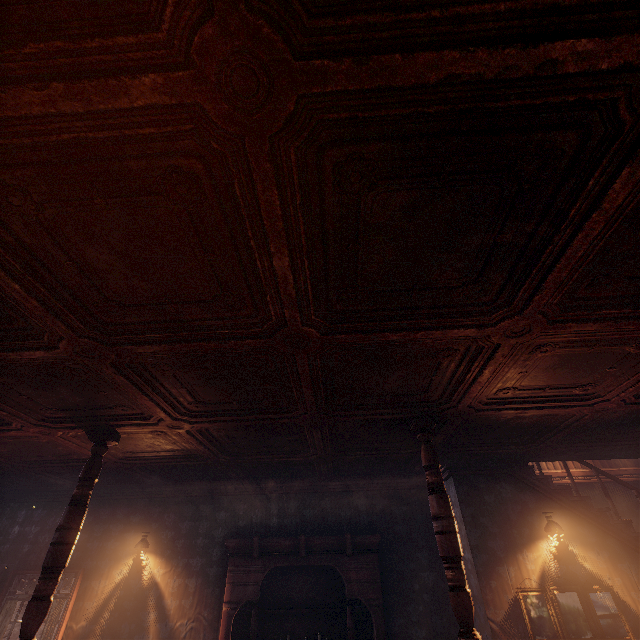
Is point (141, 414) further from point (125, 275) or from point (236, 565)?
point (236, 565)

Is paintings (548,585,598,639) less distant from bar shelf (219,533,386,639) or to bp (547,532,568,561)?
bp (547,532,568,561)

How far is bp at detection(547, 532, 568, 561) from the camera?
5.4 meters

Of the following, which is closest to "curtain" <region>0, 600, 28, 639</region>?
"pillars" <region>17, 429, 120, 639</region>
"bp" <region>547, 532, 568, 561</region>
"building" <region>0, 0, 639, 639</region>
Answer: "building" <region>0, 0, 639, 639</region>

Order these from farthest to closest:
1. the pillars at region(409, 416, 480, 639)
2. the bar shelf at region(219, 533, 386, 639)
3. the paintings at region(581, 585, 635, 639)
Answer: the bar shelf at region(219, 533, 386, 639)
the paintings at region(581, 585, 635, 639)
the pillars at region(409, 416, 480, 639)

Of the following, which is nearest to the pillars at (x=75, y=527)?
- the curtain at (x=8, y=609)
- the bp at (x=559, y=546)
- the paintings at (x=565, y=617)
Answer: the curtain at (x=8, y=609)

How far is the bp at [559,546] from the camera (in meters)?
5.37

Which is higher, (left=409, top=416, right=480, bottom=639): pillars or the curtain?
(left=409, top=416, right=480, bottom=639): pillars
